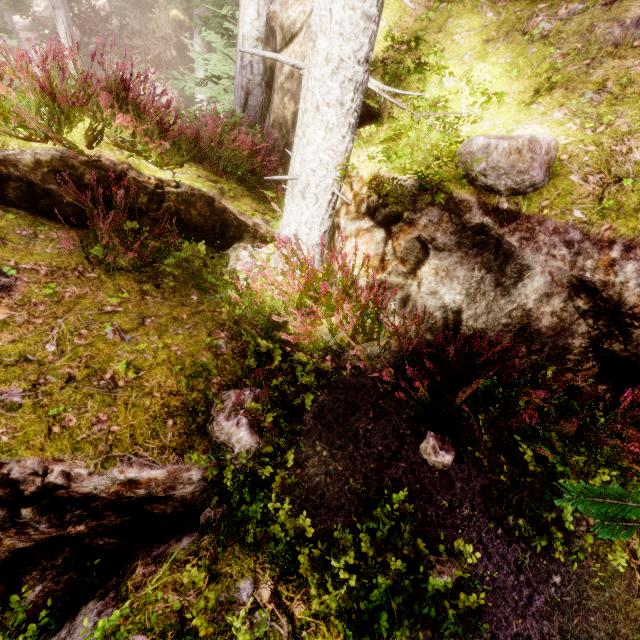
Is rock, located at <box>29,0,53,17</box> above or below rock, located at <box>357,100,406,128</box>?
below

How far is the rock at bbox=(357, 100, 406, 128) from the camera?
4.13m

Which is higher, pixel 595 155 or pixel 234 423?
pixel 595 155

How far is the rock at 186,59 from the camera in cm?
2202

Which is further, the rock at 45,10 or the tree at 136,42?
the rock at 45,10

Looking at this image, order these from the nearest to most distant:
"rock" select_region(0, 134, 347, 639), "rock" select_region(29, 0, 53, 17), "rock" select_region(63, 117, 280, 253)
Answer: "rock" select_region(0, 134, 347, 639) → "rock" select_region(63, 117, 280, 253) → "rock" select_region(29, 0, 53, 17)

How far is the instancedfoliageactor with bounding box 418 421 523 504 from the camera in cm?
262
